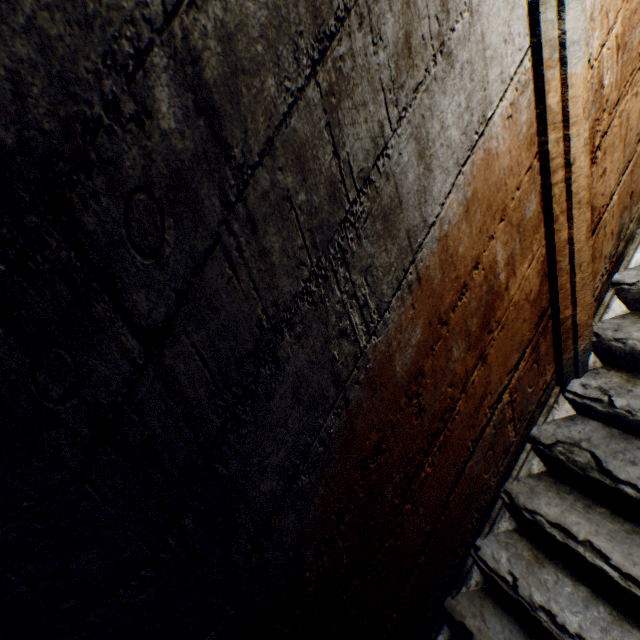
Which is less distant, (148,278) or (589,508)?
(148,278)
